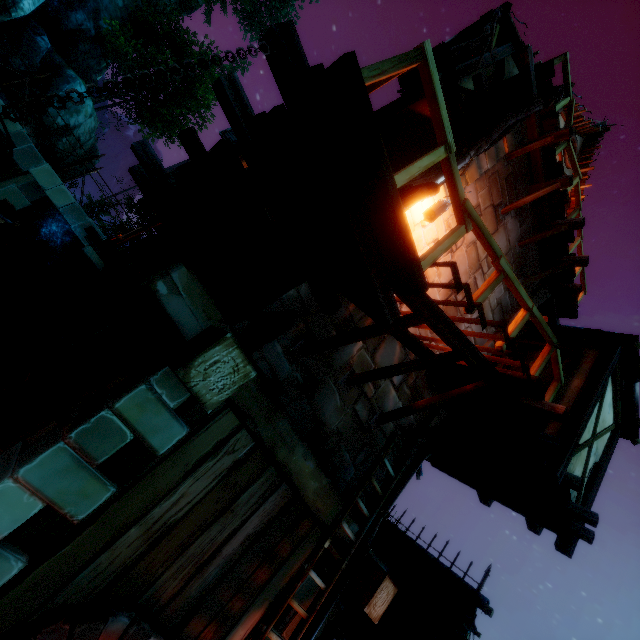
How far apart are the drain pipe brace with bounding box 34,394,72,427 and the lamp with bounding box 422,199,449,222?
4.9 meters

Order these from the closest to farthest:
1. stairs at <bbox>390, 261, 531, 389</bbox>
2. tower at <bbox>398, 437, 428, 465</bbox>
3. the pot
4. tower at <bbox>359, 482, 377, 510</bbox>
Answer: stairs at <bbox>390, 261, 531, 389</bbox> → tower at <bbox>359, 482, 377, 510</bbox> → tower at <bbox>398, 437, 428, 465</bbox> → the pot

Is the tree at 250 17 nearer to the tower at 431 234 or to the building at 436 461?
the building at 436 461

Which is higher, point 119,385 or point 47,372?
point 119,385

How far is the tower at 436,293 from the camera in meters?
5.7

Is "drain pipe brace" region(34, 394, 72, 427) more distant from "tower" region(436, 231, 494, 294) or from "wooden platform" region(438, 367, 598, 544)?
"wooden platform" region(438, 367, 598, 544)

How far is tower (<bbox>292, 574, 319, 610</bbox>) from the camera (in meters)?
4.26

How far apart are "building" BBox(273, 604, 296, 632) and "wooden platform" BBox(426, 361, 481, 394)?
3.8m
